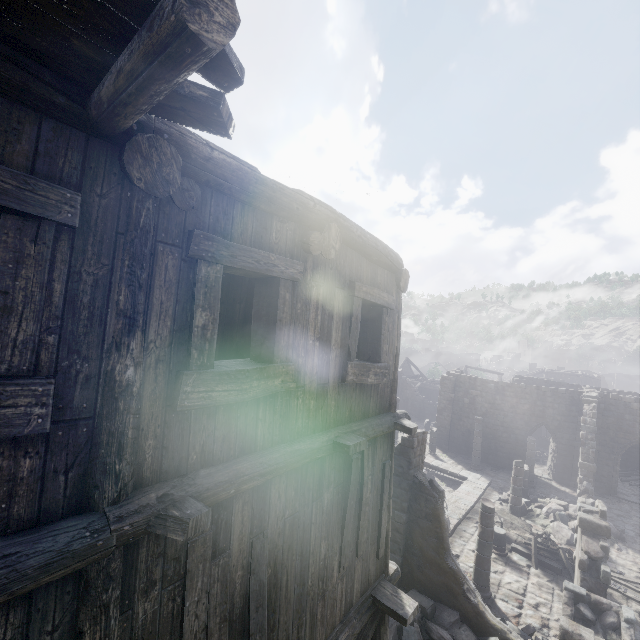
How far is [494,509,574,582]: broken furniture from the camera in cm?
1362

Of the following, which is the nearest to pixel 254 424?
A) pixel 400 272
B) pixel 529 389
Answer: pixel 400 272

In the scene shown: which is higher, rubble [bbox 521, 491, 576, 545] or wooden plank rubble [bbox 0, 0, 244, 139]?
wooden plank rubble [bbox 0, 0, 244, 139]

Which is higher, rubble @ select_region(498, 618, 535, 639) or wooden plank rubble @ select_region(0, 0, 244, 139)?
wooden plank rubble @ select_region(0, 0, 244, 139)

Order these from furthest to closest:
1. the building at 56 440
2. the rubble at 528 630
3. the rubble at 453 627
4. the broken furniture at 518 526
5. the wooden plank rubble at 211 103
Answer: the broken furniture at 518 526
the rubble at 528 630
the rubble at 453 627
the building at 56 440
the wooden plank rubble at 211 103

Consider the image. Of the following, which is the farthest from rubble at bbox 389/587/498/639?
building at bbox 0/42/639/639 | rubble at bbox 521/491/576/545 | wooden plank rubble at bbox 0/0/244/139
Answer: wooden plank rubble at bbox 0/0/244/139

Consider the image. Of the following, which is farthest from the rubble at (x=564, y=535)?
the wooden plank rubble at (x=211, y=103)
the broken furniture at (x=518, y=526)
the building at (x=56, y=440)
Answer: the wooden plank rubble at (x=211, y=103)

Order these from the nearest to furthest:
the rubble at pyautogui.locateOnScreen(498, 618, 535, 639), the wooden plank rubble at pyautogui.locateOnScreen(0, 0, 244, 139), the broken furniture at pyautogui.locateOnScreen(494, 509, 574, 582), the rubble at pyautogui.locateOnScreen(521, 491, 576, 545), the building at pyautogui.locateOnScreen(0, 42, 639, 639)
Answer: the wooden plank rubble at pyautogui.locateOnScreen(0, 0, 244, 139)
the building at pyautogui.locateOnScreen(0, 42, 639, 639)
the rubble at pyautogui.locateOnScreen(498, 618, 535, 639)
the broken furniture at pyautogui.locateOnScreen(494, 509, 574, 582)
the rubble at pyautogui.locateOnScreen(521, 491, 576, 545)
